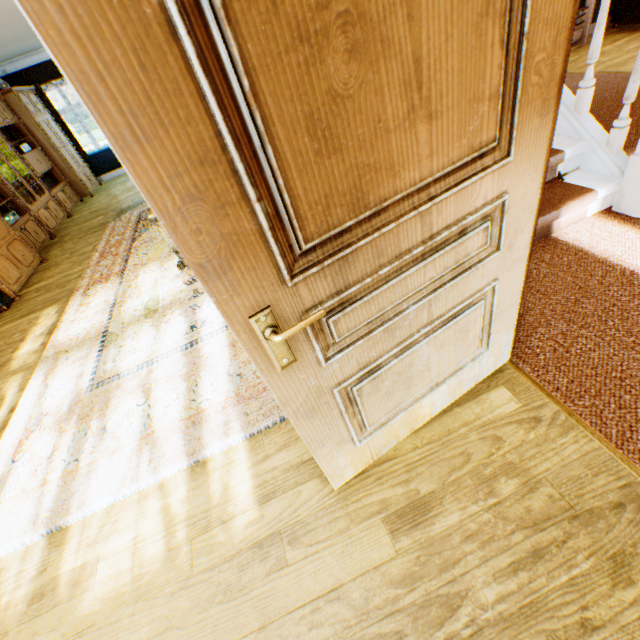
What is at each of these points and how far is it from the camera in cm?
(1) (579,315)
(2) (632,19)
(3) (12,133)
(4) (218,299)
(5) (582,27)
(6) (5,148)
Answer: (1) building, 198
(2) couch, 609
(3) book, 725
(4) bp, 81
(5) heater, 632
(6) cabinet, 676

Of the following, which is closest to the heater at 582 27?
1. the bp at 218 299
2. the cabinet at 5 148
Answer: the bp at 218 299

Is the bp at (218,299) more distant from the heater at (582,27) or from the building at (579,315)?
the heater at (582,27)

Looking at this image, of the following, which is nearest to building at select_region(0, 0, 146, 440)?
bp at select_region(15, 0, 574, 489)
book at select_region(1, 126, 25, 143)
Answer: bp at select_region(15, 0, 574, 489)

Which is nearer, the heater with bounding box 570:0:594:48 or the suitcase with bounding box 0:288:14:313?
the suitcase with bounding box 0:288:14:313

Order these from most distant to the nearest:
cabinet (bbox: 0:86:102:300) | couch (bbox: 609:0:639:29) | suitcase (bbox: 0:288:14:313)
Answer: couch (bbox: 609:0:639:29), cabinet (bbox: 0:86:102:300), suitcase (bbox: 0:288:14:313)

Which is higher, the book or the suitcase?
the book

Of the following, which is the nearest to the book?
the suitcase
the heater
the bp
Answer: the suitcase
